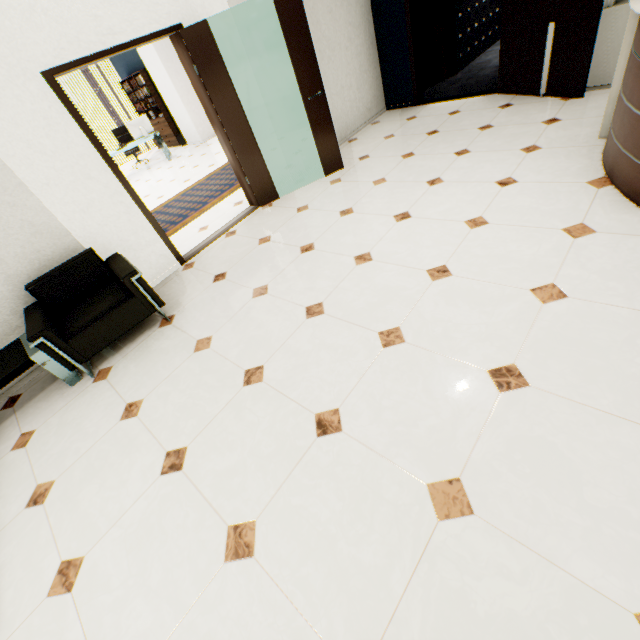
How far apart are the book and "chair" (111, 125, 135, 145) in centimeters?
104cm

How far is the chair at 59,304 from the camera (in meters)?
2.82

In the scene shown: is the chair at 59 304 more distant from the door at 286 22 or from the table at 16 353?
the door at 286 22

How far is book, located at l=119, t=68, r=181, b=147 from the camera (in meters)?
10.19

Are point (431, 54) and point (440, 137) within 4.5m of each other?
yes

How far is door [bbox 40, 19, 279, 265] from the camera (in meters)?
3.08

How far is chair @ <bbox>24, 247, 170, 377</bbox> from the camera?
2.8m

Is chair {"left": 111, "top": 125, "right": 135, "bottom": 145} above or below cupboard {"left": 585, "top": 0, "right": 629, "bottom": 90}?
above
